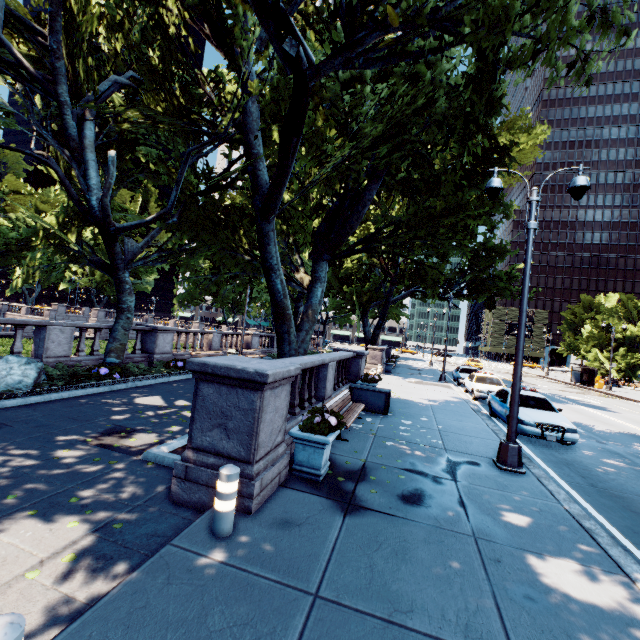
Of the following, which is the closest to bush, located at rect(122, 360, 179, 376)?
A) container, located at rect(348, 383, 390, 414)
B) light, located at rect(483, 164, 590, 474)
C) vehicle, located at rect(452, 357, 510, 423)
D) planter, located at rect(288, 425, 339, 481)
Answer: container, located at rect(348, 383, 390, 414)

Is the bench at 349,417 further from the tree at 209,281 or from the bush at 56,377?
the bush at 56,377

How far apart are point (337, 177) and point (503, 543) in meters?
13.0

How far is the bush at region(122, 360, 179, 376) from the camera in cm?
1359

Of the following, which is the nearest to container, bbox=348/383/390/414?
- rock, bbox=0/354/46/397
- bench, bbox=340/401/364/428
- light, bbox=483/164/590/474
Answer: bench, bbox=340/401/364/428

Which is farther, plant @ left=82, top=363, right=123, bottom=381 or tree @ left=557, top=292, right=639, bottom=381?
tree @ left=557, top=292, right=639, bottom=381

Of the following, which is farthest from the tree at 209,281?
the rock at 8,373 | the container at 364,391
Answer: the rock at 8,373

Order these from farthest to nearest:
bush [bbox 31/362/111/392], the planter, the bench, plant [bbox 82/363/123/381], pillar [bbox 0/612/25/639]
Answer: plant [bbox 82/363/123/381]
bush [bbox 31/362/111/392]
the bench
the planter
pillar [bbox 0/612/25/639]
